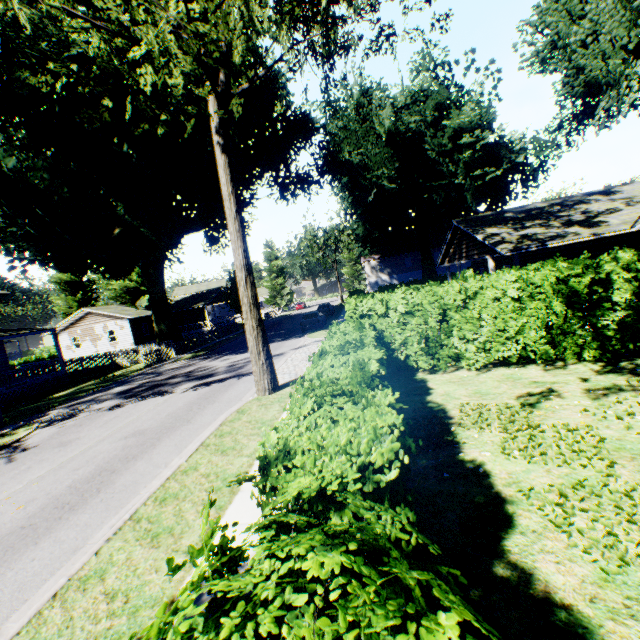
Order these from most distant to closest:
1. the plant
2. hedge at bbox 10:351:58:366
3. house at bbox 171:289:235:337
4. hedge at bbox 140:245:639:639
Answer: house at bbox 171:289:235:337 → hedge at bbox 10:351:58:366 → the plant → hedge at bbox 140:245:639:639

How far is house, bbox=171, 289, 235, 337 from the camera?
48.41m

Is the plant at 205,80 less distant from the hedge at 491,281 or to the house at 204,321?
the house at 204,321

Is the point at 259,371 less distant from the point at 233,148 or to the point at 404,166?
the point at 233,148

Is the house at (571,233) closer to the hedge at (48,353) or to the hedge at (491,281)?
the hedge at (491,281)

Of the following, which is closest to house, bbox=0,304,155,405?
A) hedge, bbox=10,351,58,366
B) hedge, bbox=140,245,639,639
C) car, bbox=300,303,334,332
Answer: hedge, bbox=10,351,58,366

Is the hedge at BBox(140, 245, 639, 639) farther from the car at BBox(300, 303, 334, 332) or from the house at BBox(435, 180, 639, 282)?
the car at BBox(300, 303, 334, 332)

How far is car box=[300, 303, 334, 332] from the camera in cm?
2759
